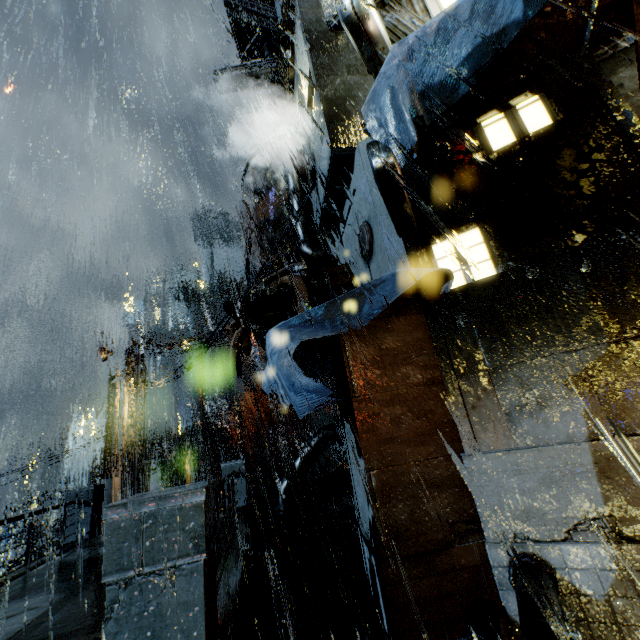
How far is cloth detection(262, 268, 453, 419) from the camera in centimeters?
442cm

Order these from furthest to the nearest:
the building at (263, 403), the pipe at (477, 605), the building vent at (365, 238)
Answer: the building at (263, 403) < the building vent at (365, 238) < the pipe at (477, 605)

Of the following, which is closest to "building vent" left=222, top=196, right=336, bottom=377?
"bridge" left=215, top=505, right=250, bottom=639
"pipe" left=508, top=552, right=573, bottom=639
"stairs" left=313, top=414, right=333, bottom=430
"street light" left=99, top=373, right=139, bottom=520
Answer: "bridge" left=215, top=505, right=250, bottom=639

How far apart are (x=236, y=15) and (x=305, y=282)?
26.8m

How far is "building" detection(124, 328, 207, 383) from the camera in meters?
17.8

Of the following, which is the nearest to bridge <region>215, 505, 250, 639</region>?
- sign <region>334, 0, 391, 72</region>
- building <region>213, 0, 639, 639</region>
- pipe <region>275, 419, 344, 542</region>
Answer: building <region>213, 0, 639, 639</region>

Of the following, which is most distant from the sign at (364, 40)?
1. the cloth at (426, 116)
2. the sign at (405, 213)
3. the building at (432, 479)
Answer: the sign at (405, 213)

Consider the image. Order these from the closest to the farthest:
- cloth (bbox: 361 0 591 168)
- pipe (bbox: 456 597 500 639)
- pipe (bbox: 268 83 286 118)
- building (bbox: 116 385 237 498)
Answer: pipe (bbox: 456 597 500 639) < cloth (bbox: 361 0 591 168) < building (bbox: 116 385 237 498) < pipe (bbox: 268 83 286 118)
